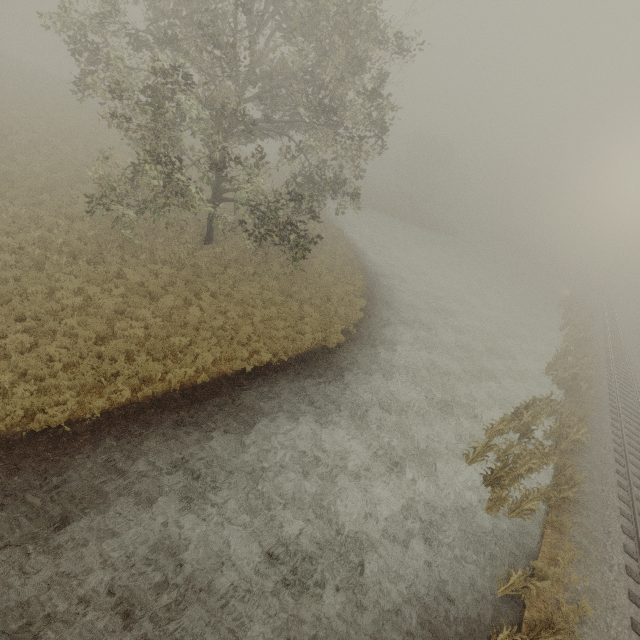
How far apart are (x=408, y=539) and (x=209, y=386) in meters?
7.9

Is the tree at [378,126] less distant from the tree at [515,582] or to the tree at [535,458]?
the tree at [535,458]

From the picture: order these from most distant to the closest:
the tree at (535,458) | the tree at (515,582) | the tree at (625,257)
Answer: the tree at (625,257) < the tree at (535,458) < the tree at (515,582)

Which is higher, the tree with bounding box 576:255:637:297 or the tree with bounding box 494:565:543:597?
the tree with bounding box 576:255:637:297

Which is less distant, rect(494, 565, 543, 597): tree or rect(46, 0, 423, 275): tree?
rect(494, 565, 543, 597): tree

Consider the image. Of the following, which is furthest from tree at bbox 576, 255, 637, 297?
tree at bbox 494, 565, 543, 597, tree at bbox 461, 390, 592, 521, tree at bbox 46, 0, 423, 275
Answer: tree at bbox 494, 565, 543, 597

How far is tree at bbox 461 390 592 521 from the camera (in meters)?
11.22
